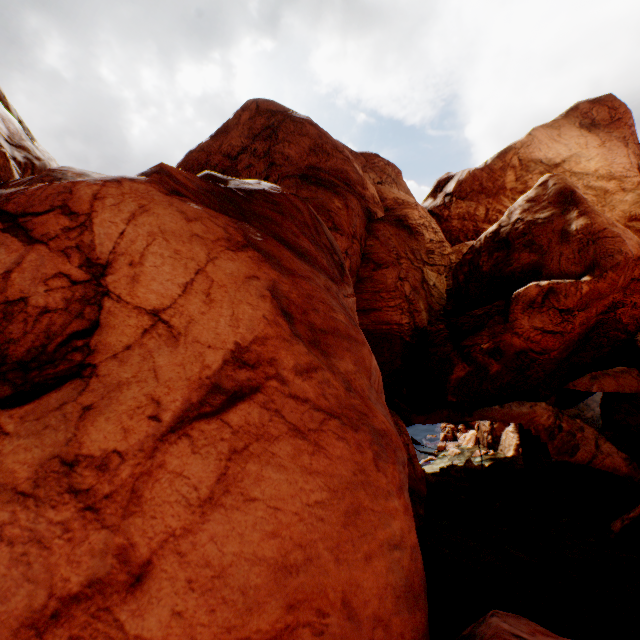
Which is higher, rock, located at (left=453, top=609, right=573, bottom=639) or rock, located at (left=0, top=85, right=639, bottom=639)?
rock, located at (left=0, top=85, right=639, bottom=639)

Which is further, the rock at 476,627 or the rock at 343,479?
the rock at 476,627

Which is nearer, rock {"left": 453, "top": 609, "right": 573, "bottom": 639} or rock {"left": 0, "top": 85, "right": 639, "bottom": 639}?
rock {"left": 0, "top": 85, "right": 639, "bottom": 639}

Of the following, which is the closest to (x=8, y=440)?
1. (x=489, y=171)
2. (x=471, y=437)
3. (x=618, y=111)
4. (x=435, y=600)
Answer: (x=435, y=600)

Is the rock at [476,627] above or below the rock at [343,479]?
below
